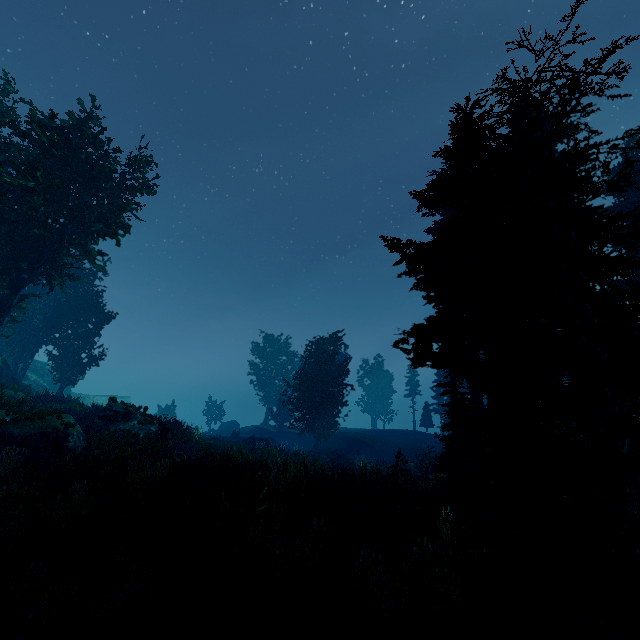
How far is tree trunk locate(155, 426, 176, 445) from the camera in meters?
19.6 m

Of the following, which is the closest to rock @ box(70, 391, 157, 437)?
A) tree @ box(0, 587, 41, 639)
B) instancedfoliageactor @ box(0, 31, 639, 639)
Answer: instancedfoliageactor @ box(0, 31, 639, 639)

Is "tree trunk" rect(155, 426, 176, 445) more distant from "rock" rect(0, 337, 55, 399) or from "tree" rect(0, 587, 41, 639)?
"tree" rect(0, 587, 41, 639)

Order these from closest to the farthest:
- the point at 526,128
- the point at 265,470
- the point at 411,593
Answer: the point at 411,593, the point at 526,128, the point at 265,470

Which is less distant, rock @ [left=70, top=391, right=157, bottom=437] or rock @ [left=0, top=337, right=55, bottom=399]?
rock @ [left=70, top=391, right=157, bottom=437]

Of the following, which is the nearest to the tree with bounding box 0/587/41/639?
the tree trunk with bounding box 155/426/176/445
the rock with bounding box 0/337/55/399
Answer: the rock with bounding box 0/337/55/399

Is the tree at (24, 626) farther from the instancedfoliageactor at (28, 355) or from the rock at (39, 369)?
the rock at (39, 369)
